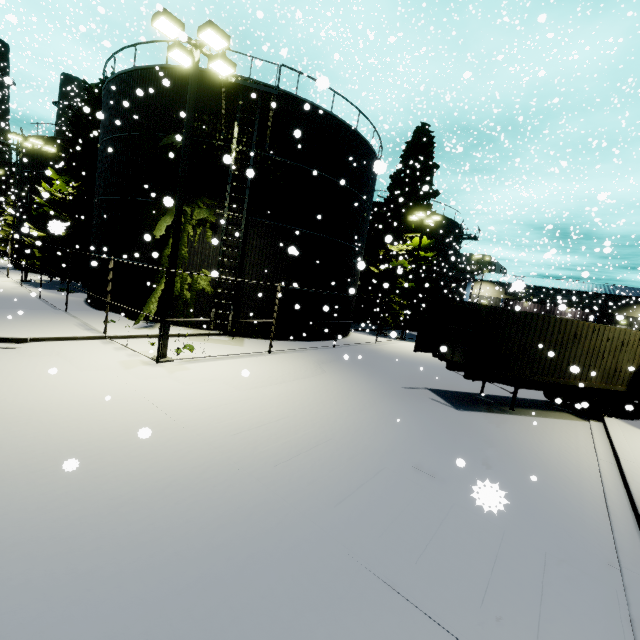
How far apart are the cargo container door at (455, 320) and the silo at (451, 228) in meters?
A: 21.7 m

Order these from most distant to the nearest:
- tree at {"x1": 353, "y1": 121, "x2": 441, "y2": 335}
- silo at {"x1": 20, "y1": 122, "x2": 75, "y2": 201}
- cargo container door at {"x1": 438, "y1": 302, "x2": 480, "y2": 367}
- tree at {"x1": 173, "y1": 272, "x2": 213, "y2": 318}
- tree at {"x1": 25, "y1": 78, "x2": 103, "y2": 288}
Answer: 1. silo at {"x1": 20, "y1": 122, "x2": 75, "y2": 201}
2. tree at {"x1": 353, "y1": 121, "x2": 441, "y2": 335}
3. tree at {"x1": 25, "y1": 78, "x2": 103, "y2": 288}
4. tree at {"x1": 173, "y1": 272, "x2": 213, "y2": 318}
5. cargo container door at {"x1": 438, "y1": 302, "x2": 480, "y2": 367}

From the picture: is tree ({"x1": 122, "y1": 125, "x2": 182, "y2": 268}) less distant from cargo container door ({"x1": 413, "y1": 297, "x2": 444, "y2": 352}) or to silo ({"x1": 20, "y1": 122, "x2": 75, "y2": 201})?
silo ({"x1": 20, "y1": 122, "x2": 75, "y2": 201})

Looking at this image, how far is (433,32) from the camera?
32.16m

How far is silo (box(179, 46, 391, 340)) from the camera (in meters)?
14.95

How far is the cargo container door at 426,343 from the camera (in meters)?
12.49
